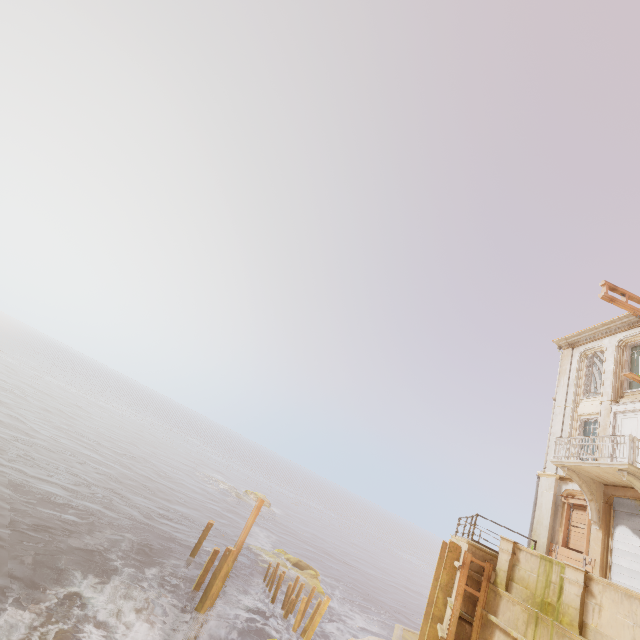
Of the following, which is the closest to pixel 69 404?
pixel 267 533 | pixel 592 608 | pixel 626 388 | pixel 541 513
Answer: pixel 267 533

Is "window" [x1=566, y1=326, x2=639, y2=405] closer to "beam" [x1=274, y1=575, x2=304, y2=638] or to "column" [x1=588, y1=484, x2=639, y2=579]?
"column" [x1=588, y1=484, x2=639, y2=579]

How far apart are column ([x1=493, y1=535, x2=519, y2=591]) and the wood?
4.8 meters

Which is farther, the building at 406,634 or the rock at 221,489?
the rock at 221,489

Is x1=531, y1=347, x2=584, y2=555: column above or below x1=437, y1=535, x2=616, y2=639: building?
above

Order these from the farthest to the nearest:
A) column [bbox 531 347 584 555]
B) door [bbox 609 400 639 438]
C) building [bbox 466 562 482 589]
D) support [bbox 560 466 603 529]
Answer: column [bbox 531 347 584 555] < door [bbox 609 400 639 438] < support [bbox 560 466 603 529] < building [bbox 466 562 482 589]

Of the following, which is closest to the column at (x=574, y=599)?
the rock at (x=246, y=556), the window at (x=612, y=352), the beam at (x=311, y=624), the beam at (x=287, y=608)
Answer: the window at (x=612, y=352)

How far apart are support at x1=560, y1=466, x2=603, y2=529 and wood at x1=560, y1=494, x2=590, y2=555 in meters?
0.1
